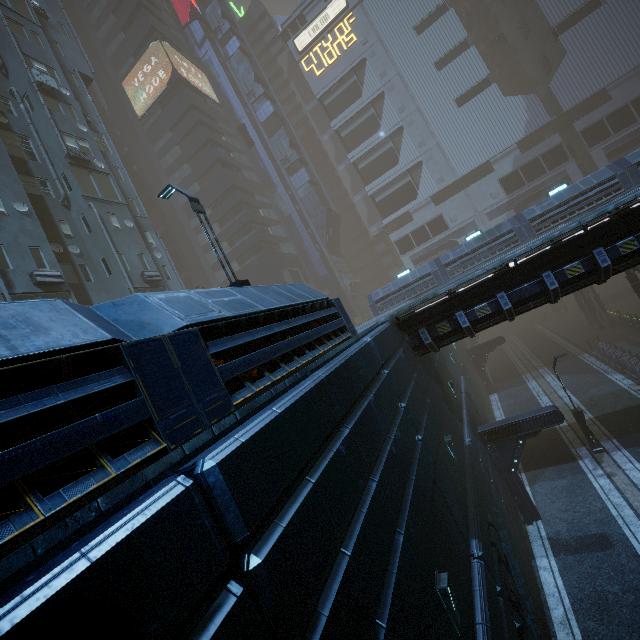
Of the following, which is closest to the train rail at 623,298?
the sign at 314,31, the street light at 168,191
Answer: the street light at 168,191

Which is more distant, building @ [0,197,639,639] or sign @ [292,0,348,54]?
sign @ [292,0,348,54]

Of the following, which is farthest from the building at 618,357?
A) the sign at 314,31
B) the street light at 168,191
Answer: the street light at 168,191

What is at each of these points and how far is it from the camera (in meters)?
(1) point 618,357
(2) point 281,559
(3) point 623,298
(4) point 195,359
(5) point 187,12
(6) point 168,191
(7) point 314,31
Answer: (1) building, 24.41
(2) building, 3.03
(3) train rail, 43.31
(4) building, 3.81
(5) building, 49.88
(6) street light, 10.34
(7) sign, 50.09

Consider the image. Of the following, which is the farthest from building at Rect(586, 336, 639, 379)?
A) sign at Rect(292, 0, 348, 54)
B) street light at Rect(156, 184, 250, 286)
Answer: street light at Rect(156, 184, 250, 286)

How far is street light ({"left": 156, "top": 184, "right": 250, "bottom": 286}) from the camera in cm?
970

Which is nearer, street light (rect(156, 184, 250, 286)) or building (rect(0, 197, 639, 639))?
building (rect(0, 197, 639, 639))
